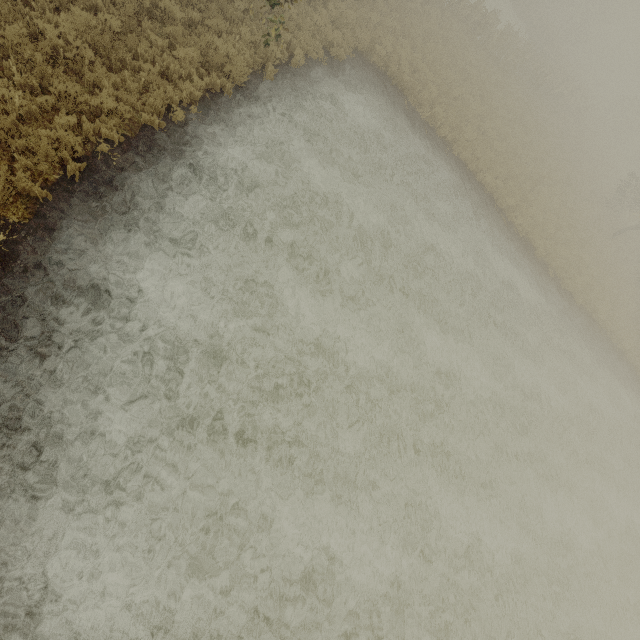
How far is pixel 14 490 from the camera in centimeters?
497cm
